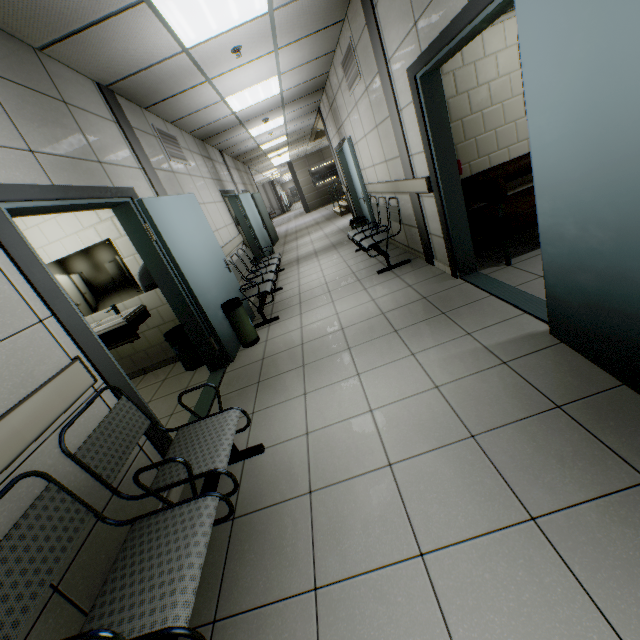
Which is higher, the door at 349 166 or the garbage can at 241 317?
the door at 349 166

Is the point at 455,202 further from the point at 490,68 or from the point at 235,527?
the point at 235,527

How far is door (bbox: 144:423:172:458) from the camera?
2.2 meters

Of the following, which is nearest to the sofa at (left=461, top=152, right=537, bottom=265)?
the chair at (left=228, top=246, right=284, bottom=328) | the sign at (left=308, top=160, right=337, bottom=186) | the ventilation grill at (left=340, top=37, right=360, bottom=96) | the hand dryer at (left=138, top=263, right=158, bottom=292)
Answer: the ventilation grill at (left=340, top=37, right=360, bottom=96)

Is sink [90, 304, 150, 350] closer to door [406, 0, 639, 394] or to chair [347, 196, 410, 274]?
chair [347, 196, 410, 274]

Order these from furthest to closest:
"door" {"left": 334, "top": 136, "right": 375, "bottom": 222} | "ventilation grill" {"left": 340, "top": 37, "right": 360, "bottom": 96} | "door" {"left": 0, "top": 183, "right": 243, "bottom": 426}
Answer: "door" {"left": 334, "top": 136, "right": 375, "bottom": 222}
"ventilation grill" {"left": 340, "top": 37, "right": 360, "bottom": 96}
"door" {"left": 0, "top": 183, "right": 243, "bottom": 426}

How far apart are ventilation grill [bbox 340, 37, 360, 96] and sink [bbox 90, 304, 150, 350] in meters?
4.4 m

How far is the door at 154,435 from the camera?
2.2m
